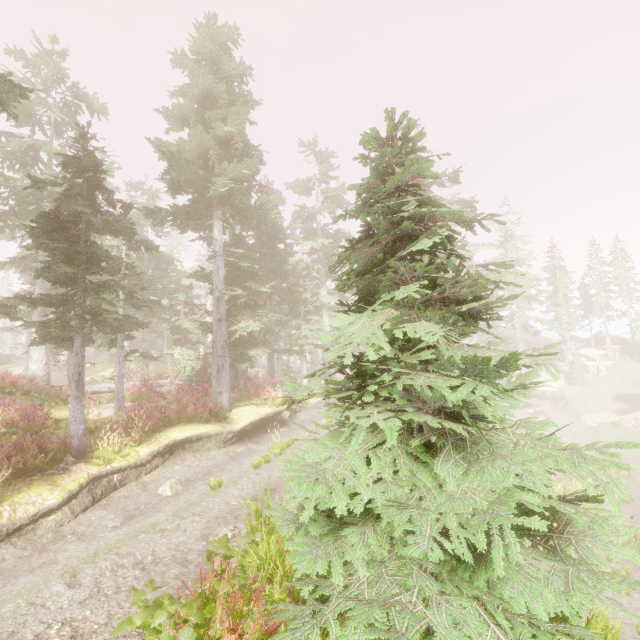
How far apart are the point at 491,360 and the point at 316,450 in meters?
2.6

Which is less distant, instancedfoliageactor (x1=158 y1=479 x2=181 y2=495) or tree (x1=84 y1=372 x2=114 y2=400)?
A: instancedfoliageactor (x1=158 y1=479 x2=181 y2=495)

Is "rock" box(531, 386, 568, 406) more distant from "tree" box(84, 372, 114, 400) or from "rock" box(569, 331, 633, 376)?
"tree" box(84, 372, 114, 400)

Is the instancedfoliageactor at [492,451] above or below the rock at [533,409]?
above

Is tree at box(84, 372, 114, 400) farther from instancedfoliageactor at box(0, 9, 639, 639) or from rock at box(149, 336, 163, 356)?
rock at box(149, 336, 163, 356)

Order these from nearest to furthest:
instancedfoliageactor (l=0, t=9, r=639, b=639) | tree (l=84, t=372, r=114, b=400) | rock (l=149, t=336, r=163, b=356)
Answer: instancedfoliageactor (l=0, t=9, r=639, b=639), tree (l=84, t=372, r=114, b=400), rock (l=149, t=336, r=163, b=356)

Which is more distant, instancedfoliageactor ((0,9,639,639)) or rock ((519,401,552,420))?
rock ((519,401,552,420))

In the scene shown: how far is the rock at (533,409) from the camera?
32.62m
